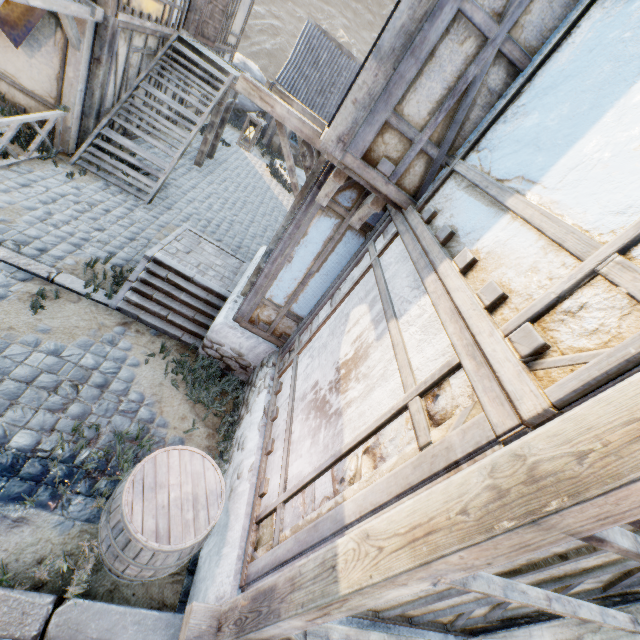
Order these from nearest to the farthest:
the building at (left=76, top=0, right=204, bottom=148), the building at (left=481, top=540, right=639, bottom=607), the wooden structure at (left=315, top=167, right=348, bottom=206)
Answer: the building at (left=481, top=540, right=639, bottom=607) < the wooden structure at (left=315, top=167, right=348, bottom=206) < the building at (left=76, top=0, right=204, bottom=148)

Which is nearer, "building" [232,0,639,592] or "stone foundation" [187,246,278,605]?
"building" [232,0,639,592]

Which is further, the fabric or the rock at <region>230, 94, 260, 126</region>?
the rock at <region>230, 94, 260, 126</region>

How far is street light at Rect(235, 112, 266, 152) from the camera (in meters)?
5.40

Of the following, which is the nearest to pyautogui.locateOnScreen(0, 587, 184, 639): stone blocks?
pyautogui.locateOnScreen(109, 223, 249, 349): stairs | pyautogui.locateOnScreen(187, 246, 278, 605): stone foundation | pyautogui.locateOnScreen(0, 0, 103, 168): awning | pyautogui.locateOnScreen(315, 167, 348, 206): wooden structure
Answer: pyautogui.locateOnScreen(109, 223, 249, 349): stairs

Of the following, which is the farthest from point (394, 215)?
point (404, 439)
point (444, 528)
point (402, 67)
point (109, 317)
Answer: point (109, 317)

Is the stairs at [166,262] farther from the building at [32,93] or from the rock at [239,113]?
the rock at [239,113]

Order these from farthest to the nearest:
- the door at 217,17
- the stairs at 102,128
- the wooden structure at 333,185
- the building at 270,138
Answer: the building at 270,138
the door at 217,17
the stairs at 102,128
the wooden structure at 333,185
